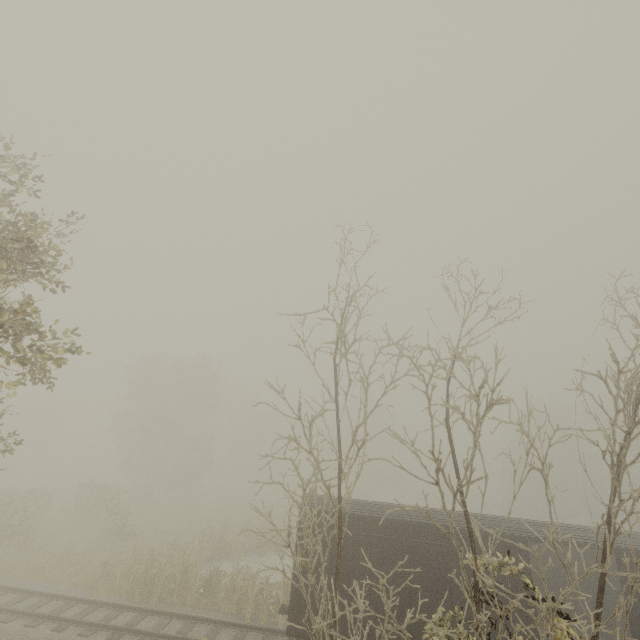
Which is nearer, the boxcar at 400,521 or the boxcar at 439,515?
the boxcar at 400,521

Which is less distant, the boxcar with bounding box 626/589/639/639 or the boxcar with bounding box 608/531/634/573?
the boxcar with bounding box 626/589/639/639

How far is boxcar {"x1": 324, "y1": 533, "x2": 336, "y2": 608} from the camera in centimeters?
1079cm

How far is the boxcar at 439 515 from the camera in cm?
1125

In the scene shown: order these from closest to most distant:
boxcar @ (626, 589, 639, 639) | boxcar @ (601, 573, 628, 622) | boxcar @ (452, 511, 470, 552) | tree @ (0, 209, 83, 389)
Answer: tree @ (0, 209, 83, 389)
boxcar @ (626, 589, 639, 639)
boxcar @ (601, 573, 628, 622)
boxcar @ (452, 511, 470, 552)

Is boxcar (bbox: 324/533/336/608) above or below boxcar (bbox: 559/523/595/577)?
below

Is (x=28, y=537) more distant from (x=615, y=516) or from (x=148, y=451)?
(x=615, y=516)
